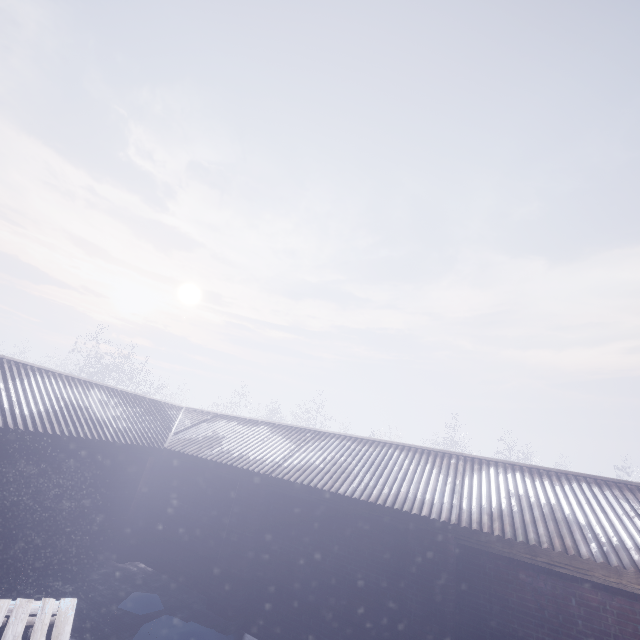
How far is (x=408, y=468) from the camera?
6.0m
